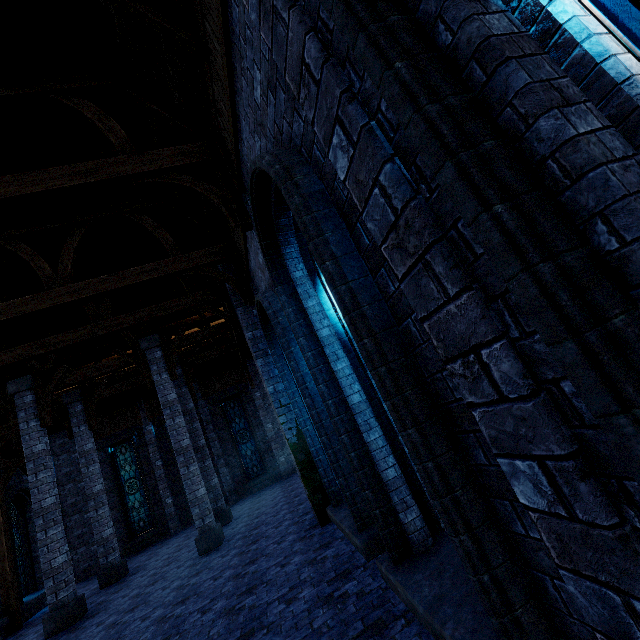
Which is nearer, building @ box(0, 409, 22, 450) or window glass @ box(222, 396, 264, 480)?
building @ box(0, 409, 22, 450)

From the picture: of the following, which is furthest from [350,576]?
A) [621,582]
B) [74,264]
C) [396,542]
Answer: [74,264]

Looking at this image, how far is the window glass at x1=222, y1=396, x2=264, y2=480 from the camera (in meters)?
18.09

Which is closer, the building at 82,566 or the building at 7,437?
the building at 7,437

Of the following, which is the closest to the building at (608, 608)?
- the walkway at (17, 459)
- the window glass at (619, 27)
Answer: the walkway at (17, 459)

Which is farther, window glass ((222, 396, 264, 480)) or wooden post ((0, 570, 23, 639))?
window glass ((222, 396, 264, 480))

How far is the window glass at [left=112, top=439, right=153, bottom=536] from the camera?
16.4m

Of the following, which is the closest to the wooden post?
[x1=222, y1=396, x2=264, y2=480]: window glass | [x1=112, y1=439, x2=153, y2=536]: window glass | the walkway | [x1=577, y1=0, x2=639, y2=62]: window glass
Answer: the walkway
